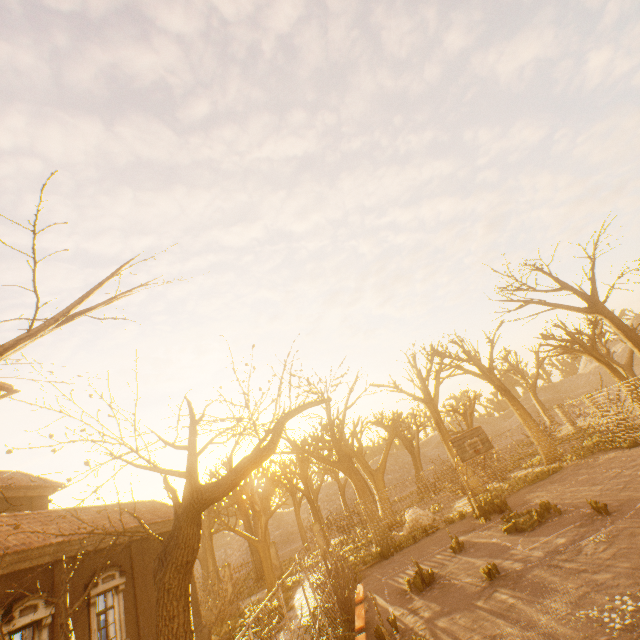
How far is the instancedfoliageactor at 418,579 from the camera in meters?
11.4 m

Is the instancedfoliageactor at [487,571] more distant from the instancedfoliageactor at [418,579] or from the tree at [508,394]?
the tree at [508,394]

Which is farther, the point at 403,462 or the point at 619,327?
the point at 403,462

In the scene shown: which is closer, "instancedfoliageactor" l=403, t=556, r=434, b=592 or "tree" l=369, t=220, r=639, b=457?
"instancedfoliageactor" l=403, t=556, r=434, b=592

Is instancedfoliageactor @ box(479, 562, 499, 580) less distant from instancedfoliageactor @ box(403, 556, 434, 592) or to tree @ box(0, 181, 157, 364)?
instancedfoliageactor @ box(403, 556, 434, 592)

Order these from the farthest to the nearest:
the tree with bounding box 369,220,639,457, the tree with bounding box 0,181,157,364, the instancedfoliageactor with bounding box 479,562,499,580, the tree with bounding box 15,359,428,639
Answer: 1. the tree with bounding box 369,220,639,457
2. the instancedfoliageactor with bounding box 479,562,499,580
3. the tree with bounding box 15,359,428,639
4. the tree with bounding box 0,181,157,364

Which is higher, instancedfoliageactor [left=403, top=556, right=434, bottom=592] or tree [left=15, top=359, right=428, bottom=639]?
tree [left=15, top=359, right=428, bottom=639]

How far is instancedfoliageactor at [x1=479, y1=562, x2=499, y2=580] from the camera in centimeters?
983cm
